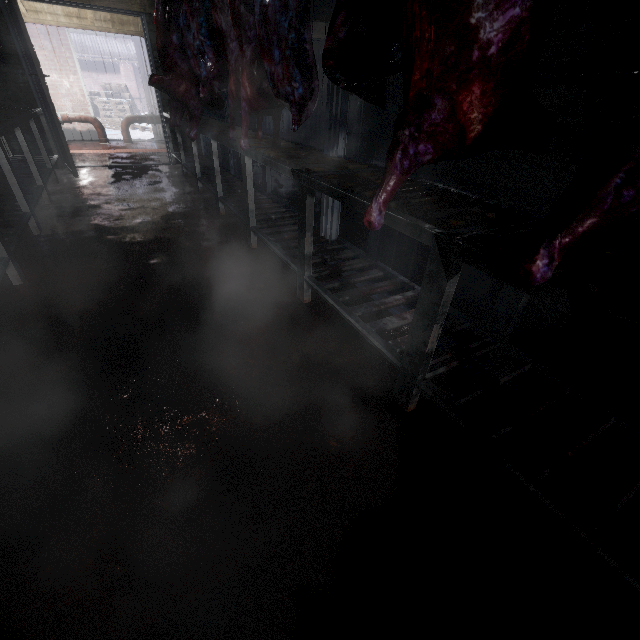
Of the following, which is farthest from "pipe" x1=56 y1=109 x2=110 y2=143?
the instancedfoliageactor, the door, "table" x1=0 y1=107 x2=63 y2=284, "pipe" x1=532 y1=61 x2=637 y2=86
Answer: "pipe" x1=532 y1=61 x2=637 y2=86

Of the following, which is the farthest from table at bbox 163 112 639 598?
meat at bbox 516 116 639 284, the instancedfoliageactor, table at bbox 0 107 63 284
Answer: the instancedfoliageactor

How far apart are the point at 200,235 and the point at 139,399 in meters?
2.0 m

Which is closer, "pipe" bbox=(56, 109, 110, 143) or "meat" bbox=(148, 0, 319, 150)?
"meat" bbox=(148, 0, 319, 150)

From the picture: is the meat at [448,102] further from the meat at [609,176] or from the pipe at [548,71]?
the pipe at [548,71]

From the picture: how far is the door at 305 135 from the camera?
5.9m

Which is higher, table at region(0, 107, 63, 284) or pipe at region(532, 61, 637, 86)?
pipe at region(532, 61, 637, 86)

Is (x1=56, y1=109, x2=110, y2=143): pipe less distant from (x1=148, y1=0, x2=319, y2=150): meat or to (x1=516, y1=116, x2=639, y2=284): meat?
(x1=148, y1=0, x2=319, y2=150): meat
